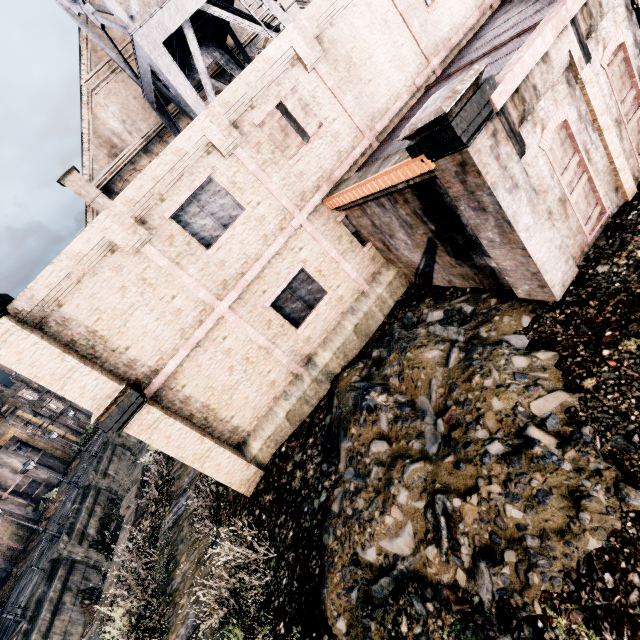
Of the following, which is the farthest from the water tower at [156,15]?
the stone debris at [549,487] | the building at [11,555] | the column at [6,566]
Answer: the building at [11,555]

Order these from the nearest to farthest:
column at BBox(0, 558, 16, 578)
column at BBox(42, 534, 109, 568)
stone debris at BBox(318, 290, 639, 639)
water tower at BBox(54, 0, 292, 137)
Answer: stone debris at BBox(318, 290, 639, 639) → water tower at BBox(54, 0, 292, 137) → column at BBox(42, 534, 109, 568) → column at BBox(0, 558, 16, 578)

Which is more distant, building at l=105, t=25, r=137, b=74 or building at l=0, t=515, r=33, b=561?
building at l=0, t=515, r=33, b=561

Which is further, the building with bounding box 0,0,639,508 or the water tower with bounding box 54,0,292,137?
the water tower with bounding box 54,0,292,137

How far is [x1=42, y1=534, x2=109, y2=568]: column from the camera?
23.8 meters

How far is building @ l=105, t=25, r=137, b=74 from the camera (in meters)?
19.80

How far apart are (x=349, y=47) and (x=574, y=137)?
8.8 meters

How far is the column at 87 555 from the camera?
23.8m
